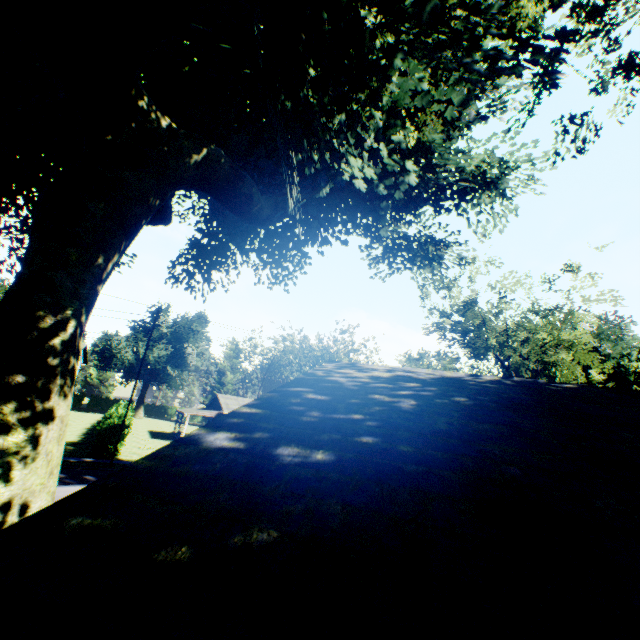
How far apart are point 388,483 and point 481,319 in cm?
2653

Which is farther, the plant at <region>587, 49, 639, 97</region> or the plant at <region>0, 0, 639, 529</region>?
the plant at <region>0, 0, 639, 529</region>

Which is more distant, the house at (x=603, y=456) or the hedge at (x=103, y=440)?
the hedge at (x=103, y=440)

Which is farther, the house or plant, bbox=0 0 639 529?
plant, bbox=0 0 639 529

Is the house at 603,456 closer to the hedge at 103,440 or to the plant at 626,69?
the plant at 626,69

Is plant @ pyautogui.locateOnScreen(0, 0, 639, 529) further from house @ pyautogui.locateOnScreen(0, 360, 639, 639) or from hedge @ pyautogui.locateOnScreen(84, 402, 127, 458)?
hedge @ pyautogui.locateOnScreen(84, 402, 127, 458)

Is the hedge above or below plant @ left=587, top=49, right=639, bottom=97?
below
